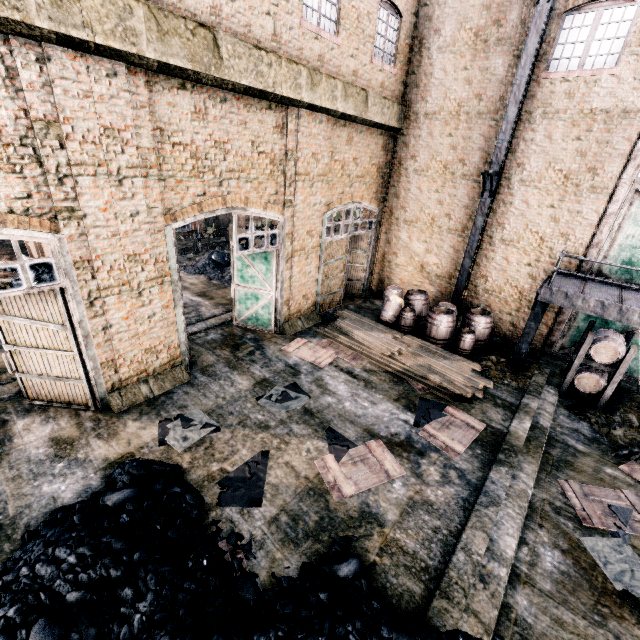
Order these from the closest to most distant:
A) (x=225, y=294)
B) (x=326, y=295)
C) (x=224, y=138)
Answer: (x=224, y=138)
(x=326, y=295)
(x=225, y=294)

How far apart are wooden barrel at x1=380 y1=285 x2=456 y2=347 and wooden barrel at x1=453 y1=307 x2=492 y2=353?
1.6 meters

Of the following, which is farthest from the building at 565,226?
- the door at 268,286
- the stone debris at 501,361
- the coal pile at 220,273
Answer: the coal pile at 220,273

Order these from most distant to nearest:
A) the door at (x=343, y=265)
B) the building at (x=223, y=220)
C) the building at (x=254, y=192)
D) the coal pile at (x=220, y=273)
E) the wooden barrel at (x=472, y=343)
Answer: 1. the building at (x=223, y=220)
2. the coal pile at (x=220, y=273)
3. the door at (x=343, y=265)
4. the wooden barrel at (x=472, y=343)
5. the building at (x=254, y=192)

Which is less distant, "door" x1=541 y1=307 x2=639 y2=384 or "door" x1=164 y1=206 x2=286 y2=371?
"door" x1=164 y1=206 x2=286 y2=371

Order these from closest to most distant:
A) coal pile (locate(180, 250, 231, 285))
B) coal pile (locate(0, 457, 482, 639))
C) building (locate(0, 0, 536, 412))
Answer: coal pile (locate(0, 457, 482, 639))
building (locate(0, 0, 536, 412))
coal pile (locate(180, 250, 231, 285))

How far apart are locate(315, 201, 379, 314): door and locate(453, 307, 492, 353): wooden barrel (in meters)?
5.56

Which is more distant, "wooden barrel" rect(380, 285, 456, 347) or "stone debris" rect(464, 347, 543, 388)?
"wooden barrel" rect(380, 285, 456, 347)
